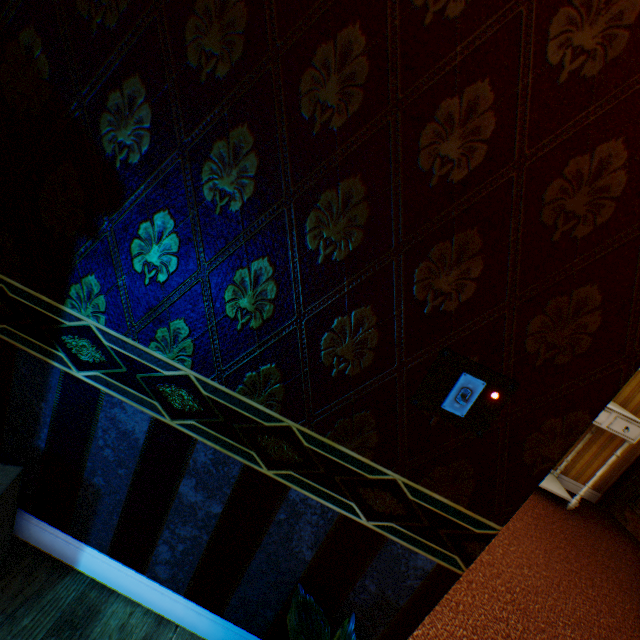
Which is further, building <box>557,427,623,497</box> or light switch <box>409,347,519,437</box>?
building <box>557,427,623,497</box>

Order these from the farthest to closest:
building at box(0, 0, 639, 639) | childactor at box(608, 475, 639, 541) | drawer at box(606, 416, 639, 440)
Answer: childactor at box(608, 475, 639, 541), drawer at box(606, 416, 639, 440), building at box(0, 0, 639, 639)

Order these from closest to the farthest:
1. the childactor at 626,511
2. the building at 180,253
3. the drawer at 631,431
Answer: the building at 180,253
the drawer at 631,431
the childactor at 626,511

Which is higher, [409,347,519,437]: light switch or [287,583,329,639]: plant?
[409,347,519,437]: light switch

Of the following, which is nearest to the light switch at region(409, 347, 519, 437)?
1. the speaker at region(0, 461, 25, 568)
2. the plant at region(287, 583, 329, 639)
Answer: the plant at region(287, 583, 329, 639)

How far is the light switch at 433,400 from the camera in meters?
1.0

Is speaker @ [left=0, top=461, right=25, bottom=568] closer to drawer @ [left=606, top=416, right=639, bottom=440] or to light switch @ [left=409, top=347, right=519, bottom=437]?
light switch @ [left=409, top=347, right=519, bottom=437]

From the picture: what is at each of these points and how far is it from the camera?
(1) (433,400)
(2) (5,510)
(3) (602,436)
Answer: (1) light switch, 1.0 meters
(2) speaker, 1.2 meters
(3) building, 4.2 meters
